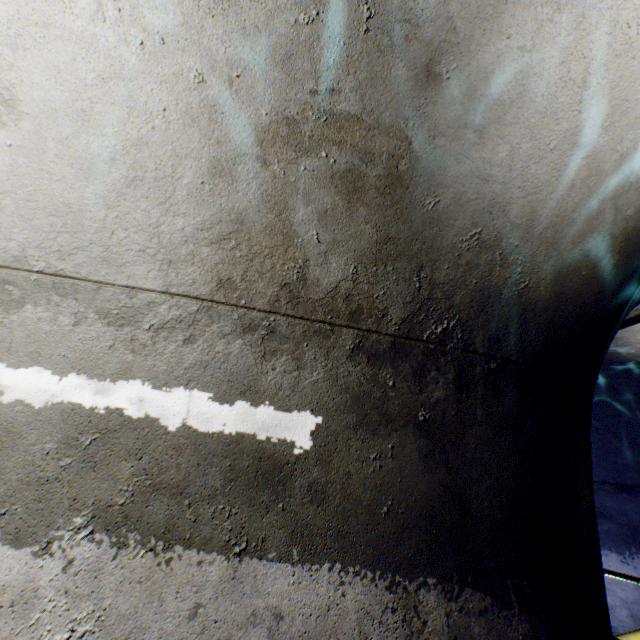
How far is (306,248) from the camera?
1.5m
